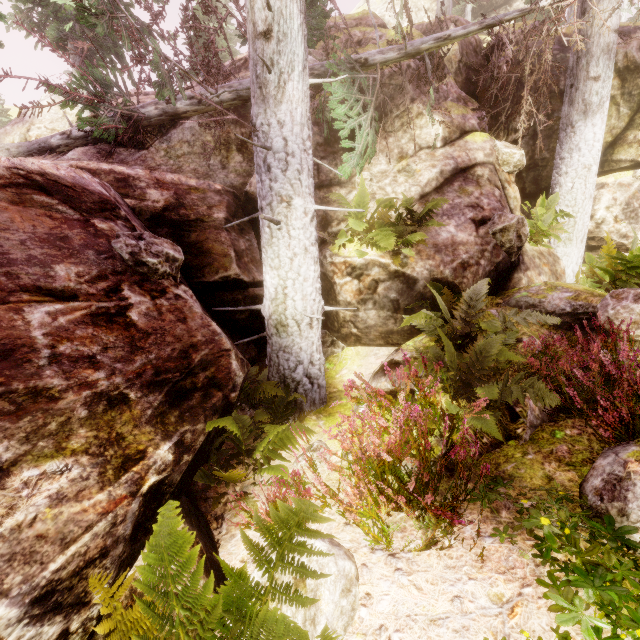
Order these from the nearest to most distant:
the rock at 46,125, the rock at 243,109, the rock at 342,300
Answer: the rock at 342,300 → the rock at 243,109 → the rock at 46,125

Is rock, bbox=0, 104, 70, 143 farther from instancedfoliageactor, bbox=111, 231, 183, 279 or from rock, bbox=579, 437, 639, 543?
rock, bbox=579, 437, 639, 543

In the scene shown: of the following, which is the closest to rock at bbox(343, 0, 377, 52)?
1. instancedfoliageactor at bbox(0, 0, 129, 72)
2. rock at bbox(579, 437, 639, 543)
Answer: instancedfoliageactor at bbox(0, 0, 129, 72)

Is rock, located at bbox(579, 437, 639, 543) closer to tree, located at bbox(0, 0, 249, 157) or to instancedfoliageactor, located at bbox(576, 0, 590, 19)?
instancedfoliageactor, located at bbox(576, 0, 590, 19)

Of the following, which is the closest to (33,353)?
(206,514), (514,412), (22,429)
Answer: (22,429)

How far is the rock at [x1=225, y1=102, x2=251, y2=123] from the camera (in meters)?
8.16

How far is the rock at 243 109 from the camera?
8.16m

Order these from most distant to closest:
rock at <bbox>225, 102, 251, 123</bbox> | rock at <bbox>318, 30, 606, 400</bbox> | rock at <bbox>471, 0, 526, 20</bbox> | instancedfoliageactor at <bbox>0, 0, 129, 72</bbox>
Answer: rock at <bbox>471, 0, 526, 20</bbox>, instancedfoliageactor at <bbox>0, 0, 129, 72</bbox>, rock at <bbox>225, 102, 251, 123</bbox>, rock at <bbox>318, 30, 606, 400</bbox>
